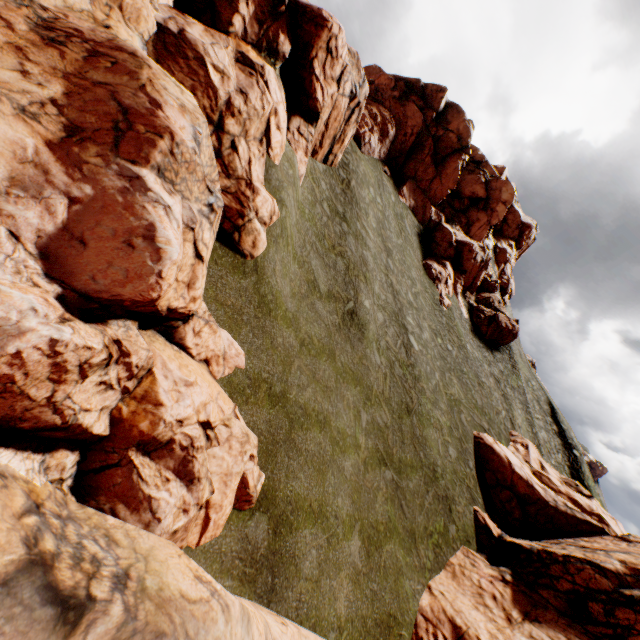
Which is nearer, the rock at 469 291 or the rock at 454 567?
the rock at 469 291

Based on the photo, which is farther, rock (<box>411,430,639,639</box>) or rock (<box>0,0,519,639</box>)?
rock (<box>411,430,639,639</box>)

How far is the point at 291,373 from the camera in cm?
1363
